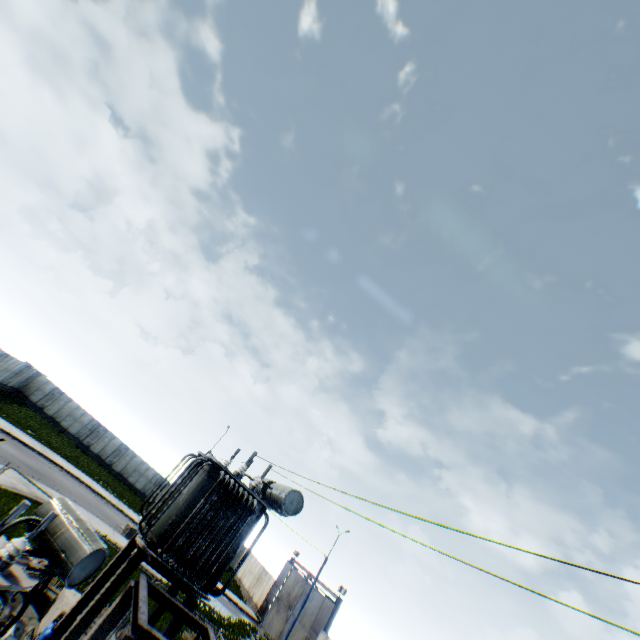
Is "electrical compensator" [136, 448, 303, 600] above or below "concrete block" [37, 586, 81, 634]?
above

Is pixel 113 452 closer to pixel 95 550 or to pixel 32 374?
pixel 32 374

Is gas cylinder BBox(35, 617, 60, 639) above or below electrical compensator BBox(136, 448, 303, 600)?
below

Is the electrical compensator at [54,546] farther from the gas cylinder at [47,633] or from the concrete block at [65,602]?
the concrete block at [65,602]

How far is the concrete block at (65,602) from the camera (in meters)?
10.05

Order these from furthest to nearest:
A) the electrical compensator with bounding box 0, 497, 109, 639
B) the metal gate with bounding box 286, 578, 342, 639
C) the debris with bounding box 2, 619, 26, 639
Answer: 1. the metal gate with bounding box 286, 578, 342, 639
2. the debris with bounding box 2, 619, 26, 639
3. the electrical compensator with bounding box 0, 497, 109, 639

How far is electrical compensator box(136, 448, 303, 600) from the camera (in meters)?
9.05

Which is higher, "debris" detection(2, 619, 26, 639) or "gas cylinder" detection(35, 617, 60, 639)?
"gas cylinder" detection(35, 617, 60, 639)
